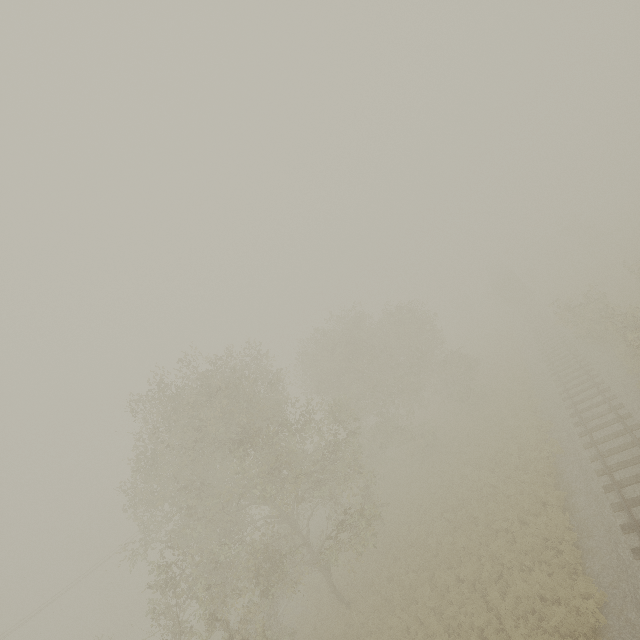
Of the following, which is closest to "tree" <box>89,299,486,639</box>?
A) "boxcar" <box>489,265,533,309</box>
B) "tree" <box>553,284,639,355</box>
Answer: "tree" <box>553,284,639,355</box>

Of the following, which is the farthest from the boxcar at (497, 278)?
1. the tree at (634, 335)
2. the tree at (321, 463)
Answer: the tree at (321, 463)

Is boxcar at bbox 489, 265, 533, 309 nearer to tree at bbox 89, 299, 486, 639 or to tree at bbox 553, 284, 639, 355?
tree at bbox 553, 284, 639, 355

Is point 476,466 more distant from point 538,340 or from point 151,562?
point 151,562

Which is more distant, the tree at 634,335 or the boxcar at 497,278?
the boxcar at 497,278

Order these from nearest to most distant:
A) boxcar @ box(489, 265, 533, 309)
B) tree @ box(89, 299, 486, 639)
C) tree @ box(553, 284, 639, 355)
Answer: tree @ box(89, 299, 486, 639) < tree @ box(553, 284, 639, 355) < boxcar @ box(489, 265, 533, 309)

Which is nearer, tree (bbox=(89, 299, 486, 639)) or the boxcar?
tree (bbox=(89, 299, 486, 639))
